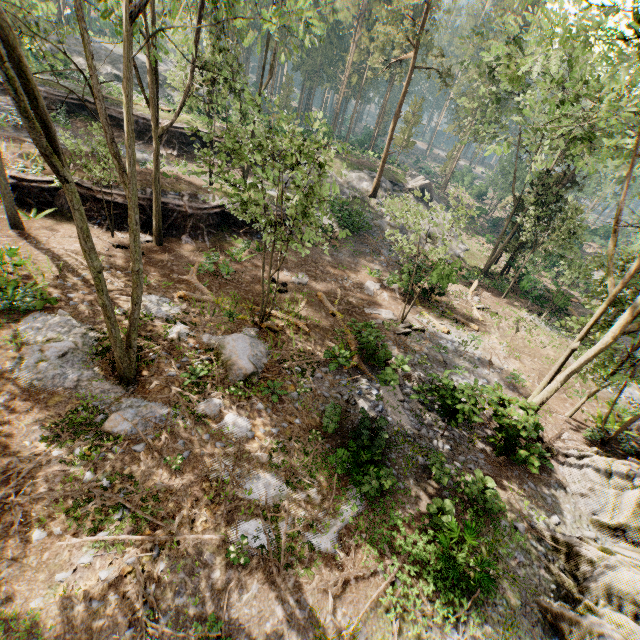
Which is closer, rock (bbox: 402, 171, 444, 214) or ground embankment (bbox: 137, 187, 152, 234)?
ground embankment (bbox: 137, 187, 152, 234)

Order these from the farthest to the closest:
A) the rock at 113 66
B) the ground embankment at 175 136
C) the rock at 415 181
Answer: the rock at 113 66, the rock at 415 181, the ground embankment at 175 136

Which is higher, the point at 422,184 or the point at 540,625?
the point at 422,184

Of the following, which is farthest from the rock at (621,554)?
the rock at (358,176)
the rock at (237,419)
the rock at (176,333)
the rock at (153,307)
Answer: the rock at (358,176)

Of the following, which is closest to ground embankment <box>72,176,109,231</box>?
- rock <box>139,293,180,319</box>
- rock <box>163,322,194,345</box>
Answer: rock <box>139,293,180,319</box>

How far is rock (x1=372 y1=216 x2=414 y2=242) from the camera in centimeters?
2945cm

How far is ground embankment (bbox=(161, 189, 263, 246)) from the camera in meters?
20.6
